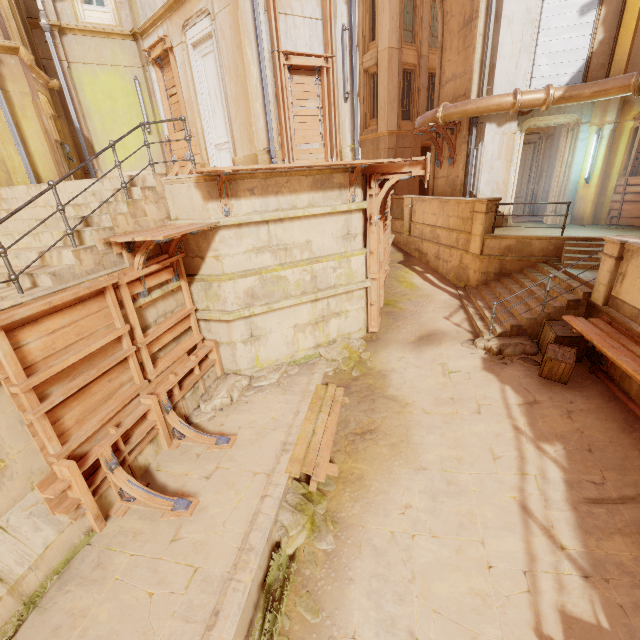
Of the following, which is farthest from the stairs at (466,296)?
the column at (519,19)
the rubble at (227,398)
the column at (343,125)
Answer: the column at (343,125)

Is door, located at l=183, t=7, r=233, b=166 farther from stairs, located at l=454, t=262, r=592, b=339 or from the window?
the window

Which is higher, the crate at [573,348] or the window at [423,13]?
the window at [423,13]

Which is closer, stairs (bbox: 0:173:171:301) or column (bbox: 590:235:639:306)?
stairs (bbox: 0:173:171:301)

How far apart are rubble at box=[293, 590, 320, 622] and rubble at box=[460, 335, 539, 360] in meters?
6.6

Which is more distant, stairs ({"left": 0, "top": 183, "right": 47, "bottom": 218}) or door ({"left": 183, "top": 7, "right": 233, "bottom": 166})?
door ({"left": 183, "top": 7, "right": 233, "bottom": 166})

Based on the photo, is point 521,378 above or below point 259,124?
below

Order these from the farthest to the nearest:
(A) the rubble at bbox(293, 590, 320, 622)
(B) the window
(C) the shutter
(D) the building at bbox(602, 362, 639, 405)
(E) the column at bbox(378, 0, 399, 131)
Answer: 1. (B) the window
2. (E) the column at bbox(378, 0, 399, 131)
3. (C) the shutter
4. (D) the building at bbox(602, 362, 639, 405)
5. (A) the rubble at bbox(293, 590, 320, 622)
